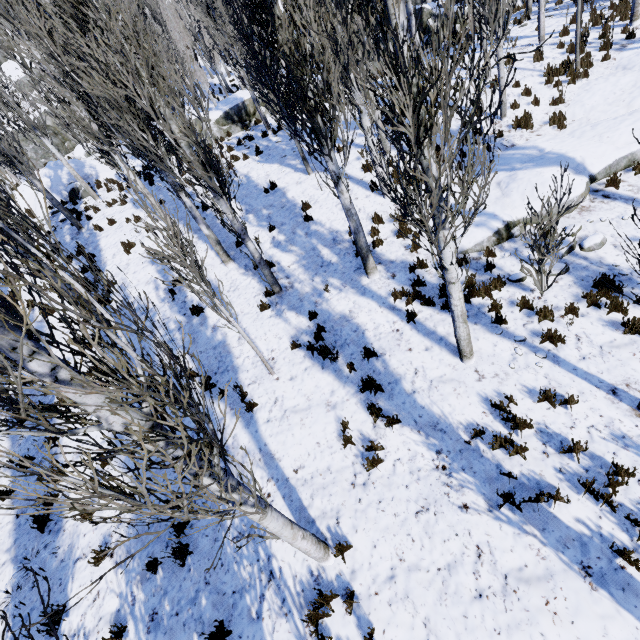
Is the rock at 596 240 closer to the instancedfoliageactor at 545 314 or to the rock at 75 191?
the instancedfoliageactor at 545 314

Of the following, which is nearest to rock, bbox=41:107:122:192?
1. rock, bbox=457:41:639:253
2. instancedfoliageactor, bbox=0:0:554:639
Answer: instancedfoliageactor, bbox=0:0:554:639

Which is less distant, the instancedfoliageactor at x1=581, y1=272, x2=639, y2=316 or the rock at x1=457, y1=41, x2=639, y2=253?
the instancedfoliageactor at x1=581, y1=272, x2=639, y2=316

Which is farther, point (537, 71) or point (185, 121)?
point (537, 71)

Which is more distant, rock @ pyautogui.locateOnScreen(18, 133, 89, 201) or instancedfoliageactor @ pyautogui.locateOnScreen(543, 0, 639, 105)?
rock @ pyautogui.locateOnScreen(18, 133, 89, 201)

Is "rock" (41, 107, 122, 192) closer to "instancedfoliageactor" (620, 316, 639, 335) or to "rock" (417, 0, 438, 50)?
"instancedfoliageactor" (620, 316, 639, 335)

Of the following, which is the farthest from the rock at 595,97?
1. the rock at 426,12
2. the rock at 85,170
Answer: the rock at 85,170

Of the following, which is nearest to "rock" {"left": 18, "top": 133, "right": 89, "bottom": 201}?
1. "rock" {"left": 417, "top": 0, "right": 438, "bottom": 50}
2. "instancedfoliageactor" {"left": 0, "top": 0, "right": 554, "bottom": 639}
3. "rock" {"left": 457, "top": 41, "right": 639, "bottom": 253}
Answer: "instancedfoliageactor" {"left": 0, "top": 0, "right": 554, "bottom": 639}
